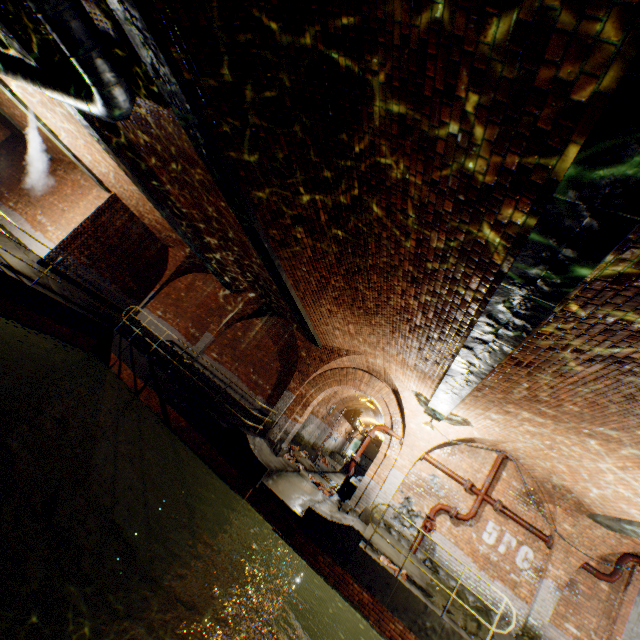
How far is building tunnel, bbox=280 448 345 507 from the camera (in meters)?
12.45

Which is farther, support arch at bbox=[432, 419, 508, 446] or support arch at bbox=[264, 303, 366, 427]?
support arch at bbox=[264, 303, 366, 427]

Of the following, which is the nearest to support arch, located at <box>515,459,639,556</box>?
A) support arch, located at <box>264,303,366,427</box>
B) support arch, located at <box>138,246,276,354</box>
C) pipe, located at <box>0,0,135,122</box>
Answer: support arch, located at <box>264,303,366,427</box>

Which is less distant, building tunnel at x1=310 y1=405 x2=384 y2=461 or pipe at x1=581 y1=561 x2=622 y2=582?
pipe at x1=581 y1=561 x2=622 y2=582

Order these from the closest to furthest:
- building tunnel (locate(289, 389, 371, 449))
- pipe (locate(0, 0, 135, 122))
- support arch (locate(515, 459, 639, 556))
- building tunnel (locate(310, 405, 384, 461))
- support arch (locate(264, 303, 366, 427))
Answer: pipe (locate(0, 0, 135, 122)) → support arch (locate(515, 459, 639, 556)) → support arch (locate(264, 303, 366, 427)) → building tunnel (locate(289, 389, 371, 449)) → building tunnel (locate(310, 405, 384, 461))

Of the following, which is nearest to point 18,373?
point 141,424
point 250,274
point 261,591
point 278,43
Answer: point 141,424

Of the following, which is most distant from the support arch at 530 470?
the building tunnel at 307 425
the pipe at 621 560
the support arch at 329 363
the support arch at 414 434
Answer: the support arch at 329 363

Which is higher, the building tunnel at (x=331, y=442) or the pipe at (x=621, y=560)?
the pipe at (x=621, y=560)
